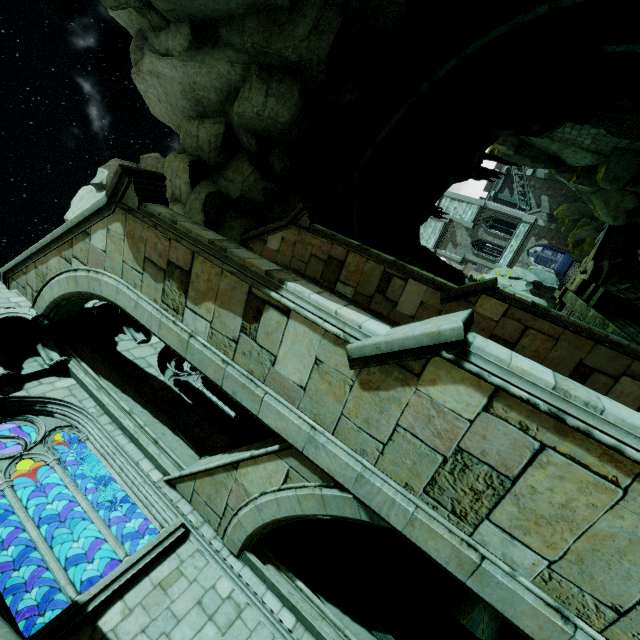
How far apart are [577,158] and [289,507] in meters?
30.3 m

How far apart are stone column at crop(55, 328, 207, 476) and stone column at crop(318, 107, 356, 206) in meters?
9.8 m

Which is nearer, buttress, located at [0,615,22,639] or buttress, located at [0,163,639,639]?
buttress, located at [0,615,22,639]

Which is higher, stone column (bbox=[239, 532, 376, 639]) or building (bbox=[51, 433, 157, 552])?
building (bbox=[51, 433, 157, 552])

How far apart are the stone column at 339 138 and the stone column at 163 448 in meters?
9.8

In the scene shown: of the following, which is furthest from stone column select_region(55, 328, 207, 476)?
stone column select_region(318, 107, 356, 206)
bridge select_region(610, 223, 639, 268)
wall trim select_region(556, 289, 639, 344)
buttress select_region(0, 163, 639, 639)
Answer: bridge select_region(610, 223, 639, 268)

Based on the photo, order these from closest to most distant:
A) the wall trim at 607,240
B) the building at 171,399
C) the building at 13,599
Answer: the building at 13,599 < the building at 171,399 < the wall trim at 607,240

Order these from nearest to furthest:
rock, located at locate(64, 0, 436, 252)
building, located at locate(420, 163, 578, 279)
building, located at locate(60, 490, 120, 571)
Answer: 1. rock, located at locate(64, 0, 436, 252)
2. building, located at locate(60, 490, 120, 571)
3. building, located at locate(420, 163, 578, 279)
